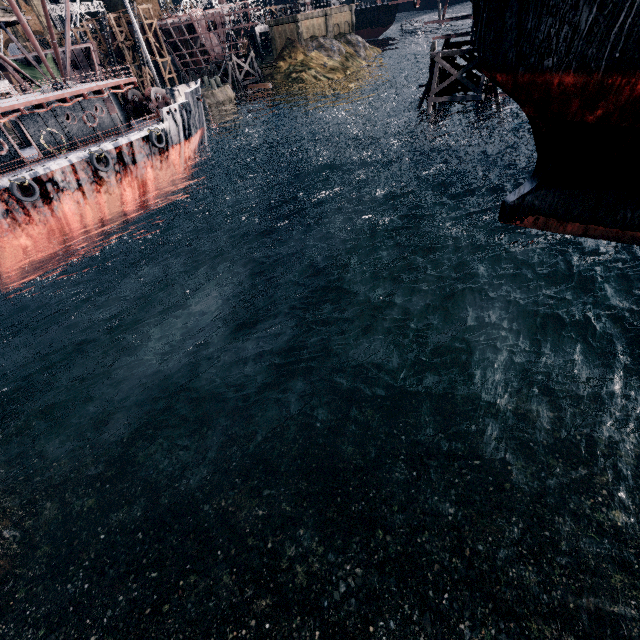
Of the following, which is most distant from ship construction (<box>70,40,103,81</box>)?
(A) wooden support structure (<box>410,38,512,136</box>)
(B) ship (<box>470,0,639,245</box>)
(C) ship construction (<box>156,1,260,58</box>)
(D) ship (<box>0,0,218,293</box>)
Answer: (B) ship (<box>470,0,639,245</box>)

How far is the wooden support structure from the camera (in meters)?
29.95

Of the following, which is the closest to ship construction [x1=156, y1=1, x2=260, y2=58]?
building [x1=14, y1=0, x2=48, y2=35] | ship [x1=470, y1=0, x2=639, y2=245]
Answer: building [x1=14, y1=0, x2=48, y2=35]

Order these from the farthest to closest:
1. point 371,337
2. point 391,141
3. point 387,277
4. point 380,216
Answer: point 391,141 < point 380,216 < point 387,277 < point 371,337

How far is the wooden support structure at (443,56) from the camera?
29.95m

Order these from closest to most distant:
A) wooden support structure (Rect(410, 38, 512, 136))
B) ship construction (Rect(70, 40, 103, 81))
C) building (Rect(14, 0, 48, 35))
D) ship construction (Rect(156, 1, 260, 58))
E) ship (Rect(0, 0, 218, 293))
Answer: ship (Rect(0, 0, 218, 293)), wooden support structure (Rect(410, 38, 512, 136)), ship construction (Rect(70, 40, 103, 81)), ship construction (Rect(156, 1, 260, 58)), building (Rect(14, 0, 48, 35))

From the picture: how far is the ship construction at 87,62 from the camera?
52.34m

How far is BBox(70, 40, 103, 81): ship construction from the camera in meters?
52.3 m
